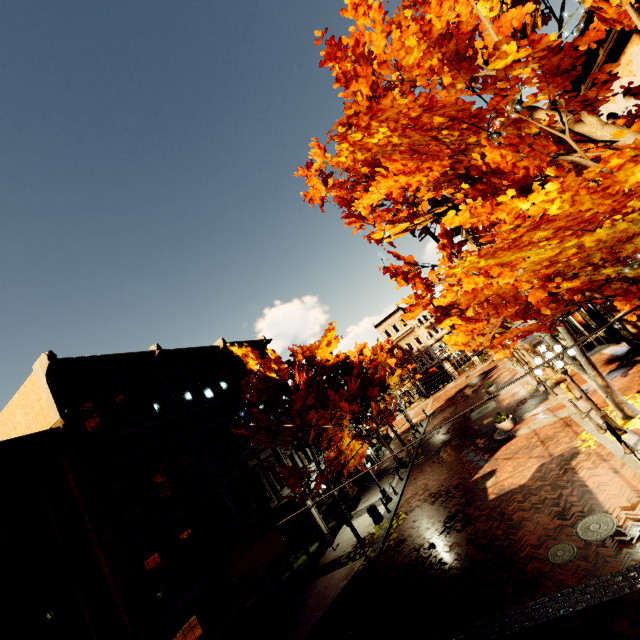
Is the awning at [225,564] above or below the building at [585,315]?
above

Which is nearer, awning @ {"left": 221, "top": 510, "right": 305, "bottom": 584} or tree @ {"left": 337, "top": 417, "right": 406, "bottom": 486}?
awning @ {"left": 221, "top": 510, "right": 305, "bottom": 584}

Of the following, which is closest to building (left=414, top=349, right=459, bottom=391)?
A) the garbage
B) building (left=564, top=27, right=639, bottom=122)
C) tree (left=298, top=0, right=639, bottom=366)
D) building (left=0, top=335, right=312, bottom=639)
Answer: tree (left=298, top=0, right=639, bottom=366)

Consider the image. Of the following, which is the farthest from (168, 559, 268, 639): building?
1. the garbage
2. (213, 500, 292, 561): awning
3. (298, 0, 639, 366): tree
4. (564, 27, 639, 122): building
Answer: (564, 27, 639, 122): building

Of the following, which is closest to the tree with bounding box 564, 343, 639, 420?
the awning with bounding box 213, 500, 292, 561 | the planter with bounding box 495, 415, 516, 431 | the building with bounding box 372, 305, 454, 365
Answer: the building with bounding box 372, 305, 454, 365

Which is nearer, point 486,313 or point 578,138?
point 578,138

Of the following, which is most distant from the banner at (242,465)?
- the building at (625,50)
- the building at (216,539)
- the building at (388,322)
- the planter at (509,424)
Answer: the building at (388,322)

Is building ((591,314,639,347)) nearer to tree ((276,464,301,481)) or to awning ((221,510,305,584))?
tree ((276,464,301,481))
